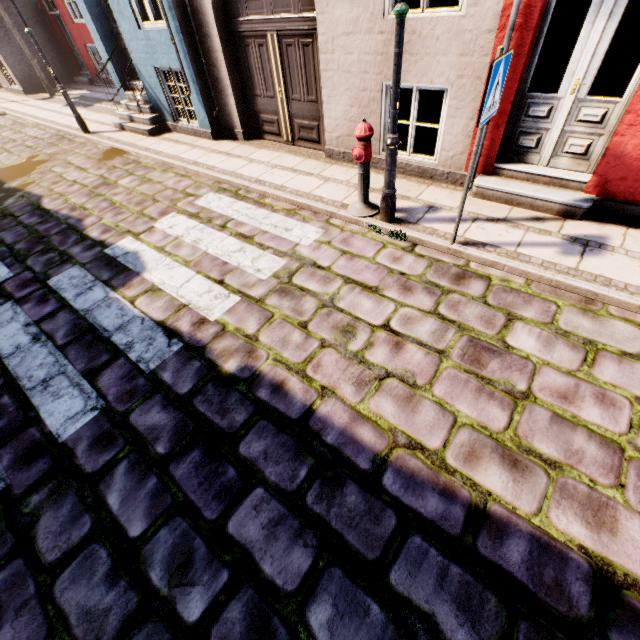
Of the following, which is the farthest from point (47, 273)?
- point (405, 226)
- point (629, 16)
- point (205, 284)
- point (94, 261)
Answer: point (629, 16)

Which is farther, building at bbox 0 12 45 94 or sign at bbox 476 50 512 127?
building at bbox 0 12 45 94

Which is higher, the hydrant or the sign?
the sign

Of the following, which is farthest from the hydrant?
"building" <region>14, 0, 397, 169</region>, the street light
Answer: "building" <region>14, 0, 397, 169</region>

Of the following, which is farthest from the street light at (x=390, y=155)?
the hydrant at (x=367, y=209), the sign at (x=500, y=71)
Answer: the sign at (x=500, y=71)

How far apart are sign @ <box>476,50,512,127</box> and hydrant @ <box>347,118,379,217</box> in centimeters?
146cm

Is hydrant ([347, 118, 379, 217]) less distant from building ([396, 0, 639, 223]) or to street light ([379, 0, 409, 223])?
street light ([379, 0, 409, 223])

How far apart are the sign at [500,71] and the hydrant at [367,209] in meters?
1.5 m
